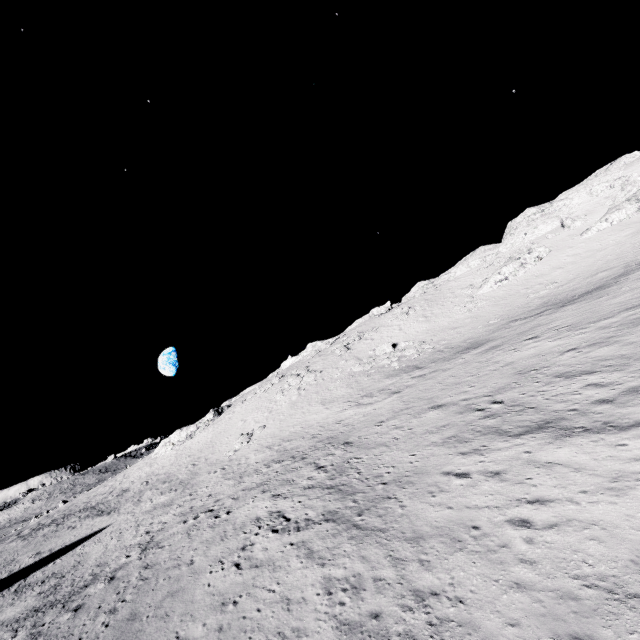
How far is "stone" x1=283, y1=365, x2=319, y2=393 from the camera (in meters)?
45.64

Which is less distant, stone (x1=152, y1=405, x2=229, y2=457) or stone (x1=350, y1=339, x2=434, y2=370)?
stone (x1=350, y1=339, x2=434, y2=370)

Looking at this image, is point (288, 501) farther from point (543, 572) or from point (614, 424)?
point (614, 424)

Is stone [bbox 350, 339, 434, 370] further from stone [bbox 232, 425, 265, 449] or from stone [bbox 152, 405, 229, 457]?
stone [bbox 152, 405, 229, 457]

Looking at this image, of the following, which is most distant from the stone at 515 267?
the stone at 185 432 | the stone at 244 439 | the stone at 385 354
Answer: the stone at 185 432

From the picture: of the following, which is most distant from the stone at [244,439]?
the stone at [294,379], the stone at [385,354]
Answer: the stone at [385,354]

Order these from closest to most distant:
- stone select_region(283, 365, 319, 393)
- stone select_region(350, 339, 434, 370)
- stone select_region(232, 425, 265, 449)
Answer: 1. stone select_region(232, 425, 265, 449)
2. stone select_region(350, 339, 434, 370)
3. stone select_region(283, 365, 319, 393)

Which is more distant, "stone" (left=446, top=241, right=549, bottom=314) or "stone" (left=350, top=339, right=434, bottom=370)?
"stone" (left=446, top=241, right=549, bottom=314)
